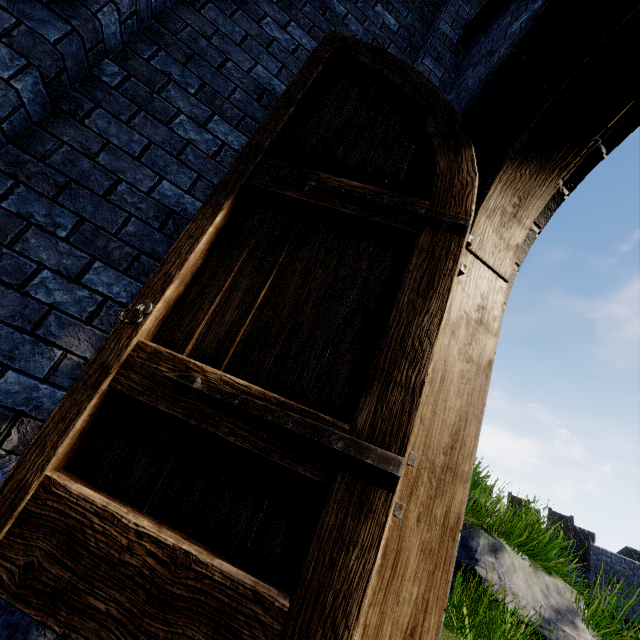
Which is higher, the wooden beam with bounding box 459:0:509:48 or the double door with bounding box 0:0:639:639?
the wooden beam with bounding box 459:0:509:48

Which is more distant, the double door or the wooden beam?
the wooden beam

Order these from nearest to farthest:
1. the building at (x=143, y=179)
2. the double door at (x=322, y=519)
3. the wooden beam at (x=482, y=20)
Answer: the double door at (x=322, y=519), the building at (x=143, y=179), the wooden beam at (x=482, y=20)

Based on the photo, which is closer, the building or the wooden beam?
the building

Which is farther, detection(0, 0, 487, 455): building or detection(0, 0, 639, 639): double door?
detection(0, 0, 487, 455): building

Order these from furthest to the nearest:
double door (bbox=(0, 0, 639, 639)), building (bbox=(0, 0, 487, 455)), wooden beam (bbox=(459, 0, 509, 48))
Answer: wooden beam (bbox=(459, 0, 509, 48)) → building (bbox=(0, 0, 487, 455)) → double door (bbox=(0, 0, 639, 639))

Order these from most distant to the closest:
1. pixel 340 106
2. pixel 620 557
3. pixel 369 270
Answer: pixel 620 557
pixel 340 106
pixel 369 270

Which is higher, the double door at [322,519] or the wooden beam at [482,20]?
the wooden beam at [482,20]
